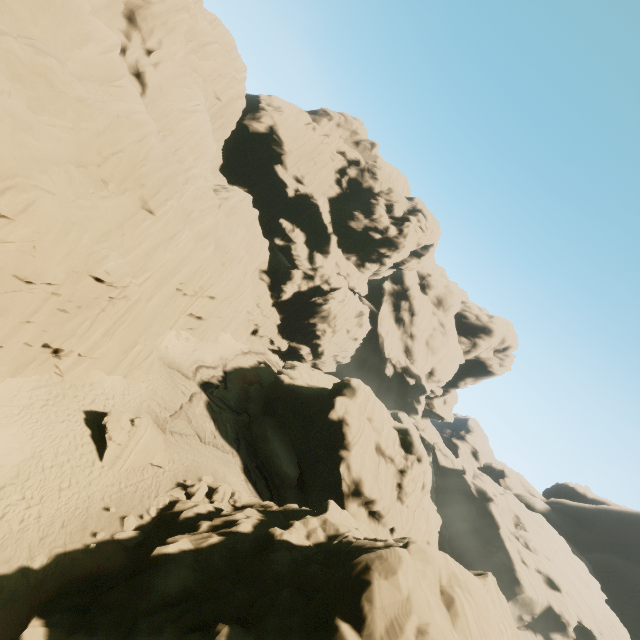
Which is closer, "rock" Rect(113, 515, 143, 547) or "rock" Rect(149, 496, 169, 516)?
"rock" Rect(113, 515, 143, 547)

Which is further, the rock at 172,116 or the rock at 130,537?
the rock at 130,537

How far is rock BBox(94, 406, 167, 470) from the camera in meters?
17.8 m

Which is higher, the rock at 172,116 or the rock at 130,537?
the rock at 172,116

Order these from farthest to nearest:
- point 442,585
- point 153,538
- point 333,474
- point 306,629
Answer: point 333,474 < point 153,538 < point 442,585 < point 306,629
